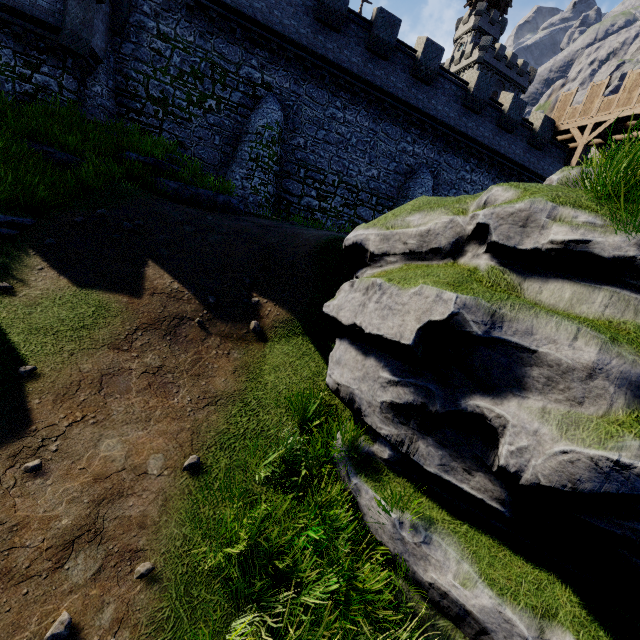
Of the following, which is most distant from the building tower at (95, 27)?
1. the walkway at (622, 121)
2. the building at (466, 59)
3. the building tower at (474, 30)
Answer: the building tower at (474, 30)

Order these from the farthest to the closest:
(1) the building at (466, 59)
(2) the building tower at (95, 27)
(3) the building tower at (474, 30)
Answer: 1. (3) the building tower at (474, 30)
2. (1) the building at (466, 59)
3. (2) the building tower at (95, 27)

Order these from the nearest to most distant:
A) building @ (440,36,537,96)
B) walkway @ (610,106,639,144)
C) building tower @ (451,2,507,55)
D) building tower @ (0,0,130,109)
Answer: building tower @ (0,0,130,109) < walkway @ (610,106,639,144) < building @ (440,36,537,96) < building tower @ (451,2,507,55)

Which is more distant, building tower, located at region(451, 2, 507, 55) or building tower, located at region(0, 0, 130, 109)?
building tower, located at region(451, 2, 507, 55)

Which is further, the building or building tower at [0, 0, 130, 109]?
the building

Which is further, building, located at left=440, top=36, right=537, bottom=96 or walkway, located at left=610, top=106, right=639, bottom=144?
building, located at left=440, top=36, right=537, bottom=96

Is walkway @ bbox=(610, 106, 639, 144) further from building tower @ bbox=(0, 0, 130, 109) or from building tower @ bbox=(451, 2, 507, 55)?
building tower @ bbox=(451, 2, 507, 55)

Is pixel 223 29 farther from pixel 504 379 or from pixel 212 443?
pixel 504 379
